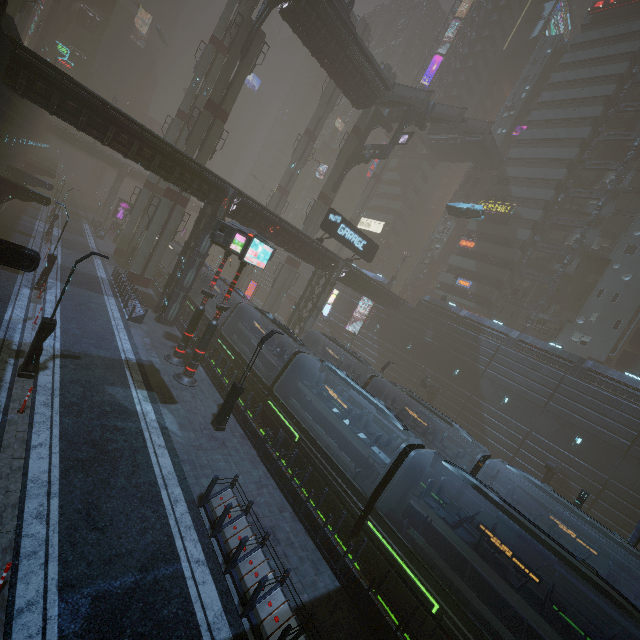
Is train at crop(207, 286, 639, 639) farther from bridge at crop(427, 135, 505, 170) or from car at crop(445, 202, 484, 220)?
bridge at crop(427, 135, 505, 170)

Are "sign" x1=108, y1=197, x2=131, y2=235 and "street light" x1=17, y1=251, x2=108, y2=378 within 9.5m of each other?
no

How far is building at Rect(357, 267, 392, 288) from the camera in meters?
46.8

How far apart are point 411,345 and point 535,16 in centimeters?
6867cm

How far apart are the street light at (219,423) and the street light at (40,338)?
7.1m

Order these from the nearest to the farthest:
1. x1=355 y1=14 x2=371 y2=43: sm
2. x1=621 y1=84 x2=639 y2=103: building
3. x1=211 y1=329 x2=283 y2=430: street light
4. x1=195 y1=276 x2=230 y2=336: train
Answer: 1. x1=211 y1=329 x2=283 y2=430: street light
2. x1=195 y1=276 x2=230 y2=336: train
3. x1=621 y1=84 x2=639 y2=103: building
4. x1=355 y1=14 x2=371 y2=43: sm

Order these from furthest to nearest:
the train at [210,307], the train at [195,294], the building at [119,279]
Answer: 1. the train at [195,294]
2. the train at [210,307]
3. the building at [119,279]

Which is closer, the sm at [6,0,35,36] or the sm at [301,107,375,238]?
the sm at [6,0,35,36]
